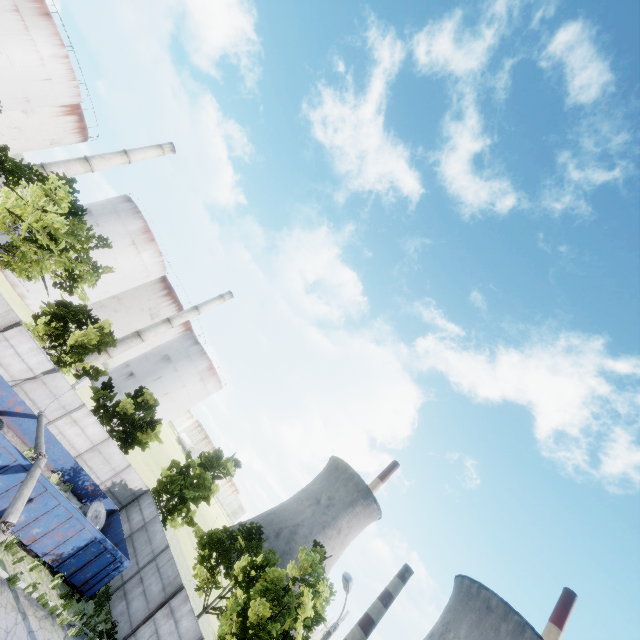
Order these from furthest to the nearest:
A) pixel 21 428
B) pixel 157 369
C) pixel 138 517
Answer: pixel 157 369 → pixel 138 517 → pixel 21 428

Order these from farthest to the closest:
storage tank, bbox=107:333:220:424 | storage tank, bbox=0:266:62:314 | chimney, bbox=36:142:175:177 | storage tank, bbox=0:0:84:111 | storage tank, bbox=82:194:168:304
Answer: storage tank, bbox=107:333:220:424, storage tank, bbox=82:194:168:304, chimney, bbox=36:142:175:177, storage tank, bbox=0:266:62:314, storage tank, bbox=0:0:84:111

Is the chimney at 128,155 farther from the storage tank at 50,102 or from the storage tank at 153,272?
the storage tank at 50,102

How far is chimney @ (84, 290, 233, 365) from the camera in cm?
4688

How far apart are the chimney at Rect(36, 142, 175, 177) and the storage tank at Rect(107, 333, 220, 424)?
28.5m

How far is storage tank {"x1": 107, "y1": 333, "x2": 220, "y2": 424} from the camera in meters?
52.7 m

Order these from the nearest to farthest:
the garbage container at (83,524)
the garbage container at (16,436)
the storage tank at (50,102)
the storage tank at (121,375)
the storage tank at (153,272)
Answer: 1. the garbage container at (16,436)
2. the garbage container at (83,524)
3. the storage tank at (50,102)
4. the storage tank at (153,272)
5. the storage tank at (121,375)

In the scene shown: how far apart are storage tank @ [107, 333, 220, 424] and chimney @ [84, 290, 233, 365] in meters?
5.8 m
